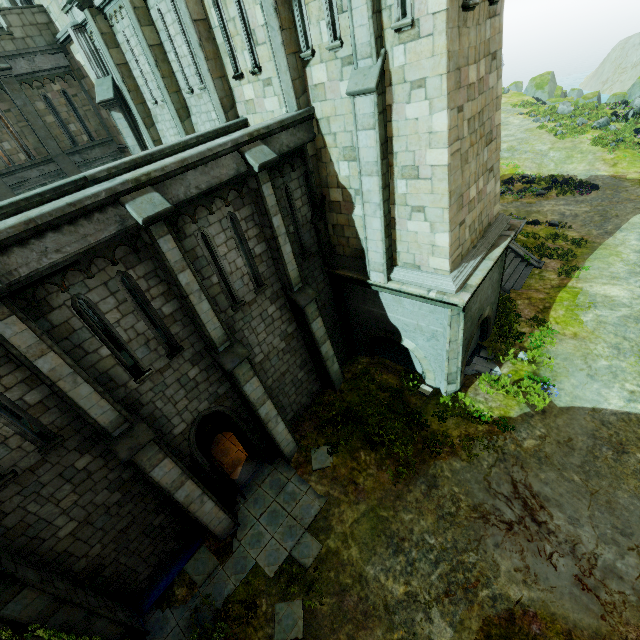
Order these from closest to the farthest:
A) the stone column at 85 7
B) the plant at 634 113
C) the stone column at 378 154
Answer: the stone column at 378 154 < the stone column at 85 7 < the plant at 634 113

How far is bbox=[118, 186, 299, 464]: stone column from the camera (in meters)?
6.75

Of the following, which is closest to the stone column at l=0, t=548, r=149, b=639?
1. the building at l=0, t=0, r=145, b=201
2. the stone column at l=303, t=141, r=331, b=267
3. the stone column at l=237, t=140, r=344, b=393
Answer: the stone column at l=237, t=140, r=344, b=393

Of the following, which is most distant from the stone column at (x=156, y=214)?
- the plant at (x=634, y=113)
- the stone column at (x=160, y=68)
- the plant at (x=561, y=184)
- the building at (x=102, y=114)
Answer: the plant at (x=634, y=113)

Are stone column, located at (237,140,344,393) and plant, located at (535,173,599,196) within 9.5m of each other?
no

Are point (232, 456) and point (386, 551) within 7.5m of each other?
yes

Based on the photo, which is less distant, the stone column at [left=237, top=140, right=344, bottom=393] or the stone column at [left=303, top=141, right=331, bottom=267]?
the stone column at [left=237, top=140, right=344, bottom=393]

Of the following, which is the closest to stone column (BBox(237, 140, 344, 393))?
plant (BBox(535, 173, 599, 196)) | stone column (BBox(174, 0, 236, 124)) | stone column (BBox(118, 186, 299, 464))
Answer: stone column (BBox(118, 186, 299, 464))
